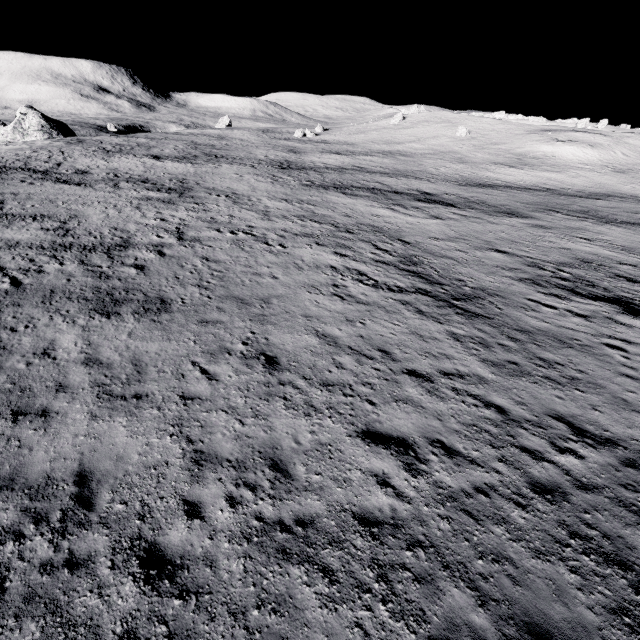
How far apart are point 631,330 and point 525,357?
6.5m
